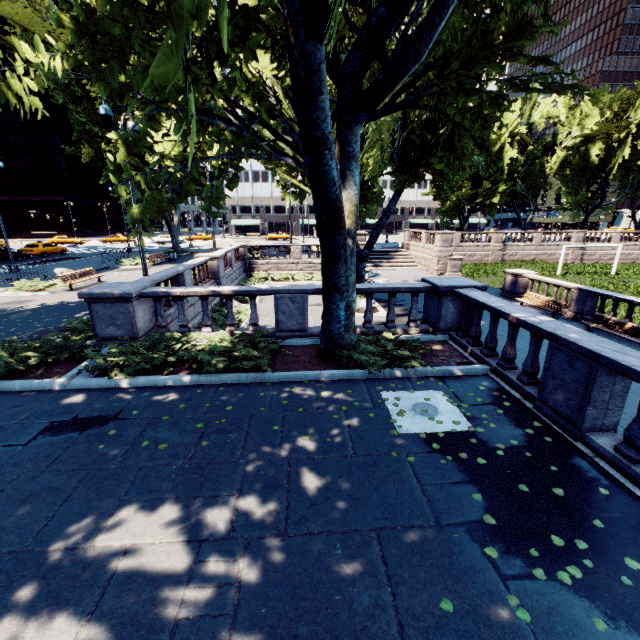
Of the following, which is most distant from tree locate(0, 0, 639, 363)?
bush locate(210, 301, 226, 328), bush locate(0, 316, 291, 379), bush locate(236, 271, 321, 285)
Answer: bush locate(236, 271, 321, 285)

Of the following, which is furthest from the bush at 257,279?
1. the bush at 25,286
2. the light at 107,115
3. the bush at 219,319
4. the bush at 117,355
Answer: the bush at 117,355

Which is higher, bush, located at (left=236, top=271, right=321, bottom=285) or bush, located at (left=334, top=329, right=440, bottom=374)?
bush, located at (left=334, top=329, right=440, bottom=374)

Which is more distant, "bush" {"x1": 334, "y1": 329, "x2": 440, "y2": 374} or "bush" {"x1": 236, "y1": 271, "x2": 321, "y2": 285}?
"bush" {"x1": 236, "y1": 271, "x2": 321, "y2": 285}

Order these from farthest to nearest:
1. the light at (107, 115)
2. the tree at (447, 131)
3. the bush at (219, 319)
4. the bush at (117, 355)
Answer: the bush at (219, 319) → the light at (107, 115) → the bush at (117, 355) → the tree at (447, 131)

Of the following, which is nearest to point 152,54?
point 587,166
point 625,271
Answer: point 625,271

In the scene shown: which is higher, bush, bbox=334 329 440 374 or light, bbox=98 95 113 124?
light, bbox=98 95 113 124

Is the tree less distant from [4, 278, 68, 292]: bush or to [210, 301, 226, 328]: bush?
[210, 301, 226, 328]: bush
